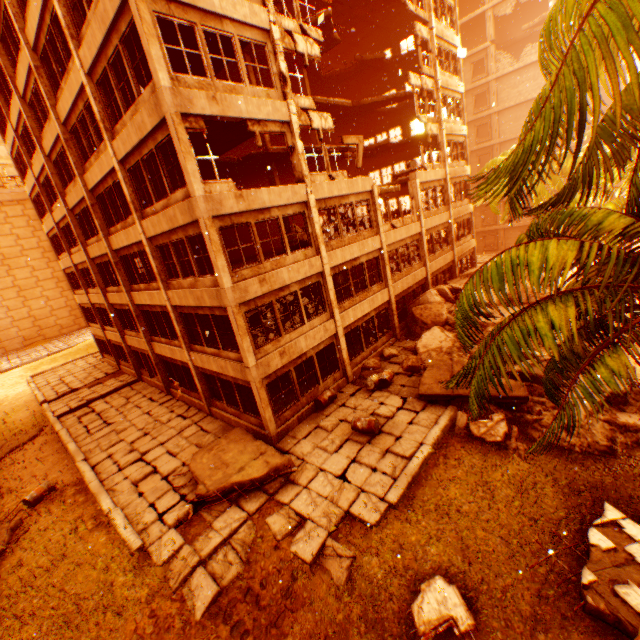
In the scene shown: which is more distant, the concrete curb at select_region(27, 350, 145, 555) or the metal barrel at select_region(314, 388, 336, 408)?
the metal barrel at select_region(314, 388, 336, 408)

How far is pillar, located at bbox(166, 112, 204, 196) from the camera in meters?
9.5 m

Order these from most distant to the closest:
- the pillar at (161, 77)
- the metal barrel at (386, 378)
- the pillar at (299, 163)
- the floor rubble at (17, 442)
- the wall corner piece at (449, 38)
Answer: the wall corner piece at (449, 38)
the floor rubble at (17, 442)
the metal barrel at (386, 378)
the pillar at (299, 163)
the pillar at (161, 77)

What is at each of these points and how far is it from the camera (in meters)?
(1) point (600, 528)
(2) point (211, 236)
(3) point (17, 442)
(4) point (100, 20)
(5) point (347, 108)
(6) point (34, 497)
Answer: (1) floor rubble, 7.63
(2) pillar, 10.43
(3) floor rubble, 18.31
(4) wall corner piece, 9.95
(5) floor rubble, 23.34
(6) metal barrel, 12.51

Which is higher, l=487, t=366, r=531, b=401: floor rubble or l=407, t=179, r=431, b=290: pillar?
l=407, t=179, r=431, b=290: pillar

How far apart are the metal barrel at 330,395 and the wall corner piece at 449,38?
24.1 meters

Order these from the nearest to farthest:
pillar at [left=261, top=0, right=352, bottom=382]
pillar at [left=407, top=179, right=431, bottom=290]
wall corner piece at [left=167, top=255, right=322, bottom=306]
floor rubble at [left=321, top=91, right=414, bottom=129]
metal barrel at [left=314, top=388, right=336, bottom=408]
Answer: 1. wall corner piece at [left=167, top=255, right=322, bottom=306]
2. pillar at [left=261, top=0, right=352, bottom=382]
3. metal barrel at [left=314, top=388, right=336, bottom=408]
4. pillar at [left=407, top=179, right=431, bottom=290]
5. floor rubble at [left=321, top=91, right=414, bottom=129]

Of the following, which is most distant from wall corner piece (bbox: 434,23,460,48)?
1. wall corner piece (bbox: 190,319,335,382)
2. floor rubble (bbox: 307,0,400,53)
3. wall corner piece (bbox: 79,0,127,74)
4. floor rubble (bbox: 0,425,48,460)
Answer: floor rubble (bbox: 0,425,48,460)
